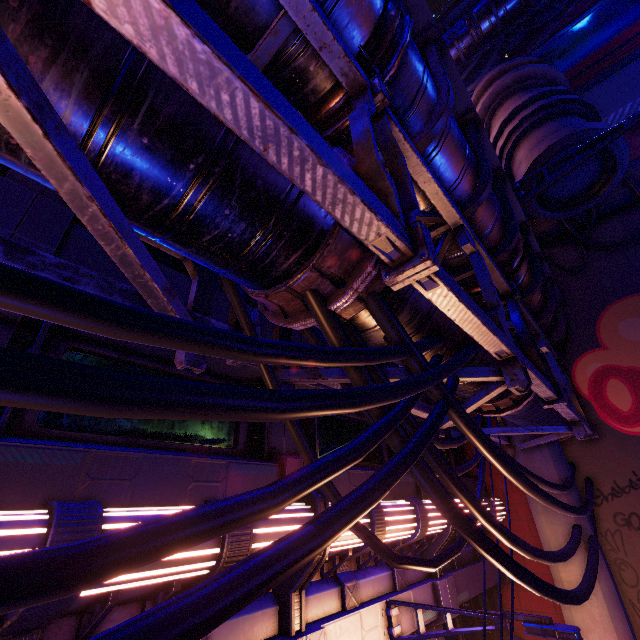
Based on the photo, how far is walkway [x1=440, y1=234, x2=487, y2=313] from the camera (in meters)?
5.95

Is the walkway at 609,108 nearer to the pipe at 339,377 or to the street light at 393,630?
the pipe at 339,377

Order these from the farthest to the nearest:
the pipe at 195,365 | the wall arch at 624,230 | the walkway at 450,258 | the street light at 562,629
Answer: the wall arch at 624,230, the walkway at 450,258, the street light at 562,629, the pipe at 195,365

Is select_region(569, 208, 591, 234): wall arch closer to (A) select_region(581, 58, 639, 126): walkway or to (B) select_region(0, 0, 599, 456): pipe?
(B) select_region(0, 0, 599, 456): pipe

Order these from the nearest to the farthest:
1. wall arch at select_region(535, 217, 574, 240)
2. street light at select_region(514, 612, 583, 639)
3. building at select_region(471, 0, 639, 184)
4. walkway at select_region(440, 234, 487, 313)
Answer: street light at select_region(514, 612, 583, 639) < walkway at select_region(440, 234, 487, 313) < building at select_region(471, 0, 639, 184) < wall arch at select_region(535, 217, 574, 240)

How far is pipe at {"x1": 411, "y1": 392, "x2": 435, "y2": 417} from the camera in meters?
5.7 m

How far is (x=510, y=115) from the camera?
10.9m

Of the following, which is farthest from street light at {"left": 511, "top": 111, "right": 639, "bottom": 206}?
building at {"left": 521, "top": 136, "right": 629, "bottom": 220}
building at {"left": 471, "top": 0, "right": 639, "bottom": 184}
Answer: building at {"left": 471, "top": 0, "right": 639, "bottom": 184}
